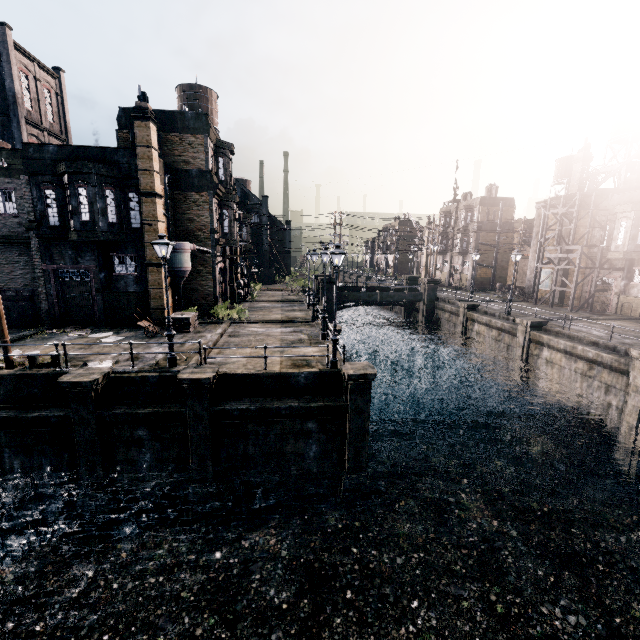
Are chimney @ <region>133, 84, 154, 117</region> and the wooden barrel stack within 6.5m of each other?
no

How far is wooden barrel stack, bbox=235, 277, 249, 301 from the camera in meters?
37.1 m

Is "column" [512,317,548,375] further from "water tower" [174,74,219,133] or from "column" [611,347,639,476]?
"water tower" [174,74,219,133]

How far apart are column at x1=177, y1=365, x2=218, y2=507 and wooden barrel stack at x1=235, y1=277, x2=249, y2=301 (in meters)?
23.14

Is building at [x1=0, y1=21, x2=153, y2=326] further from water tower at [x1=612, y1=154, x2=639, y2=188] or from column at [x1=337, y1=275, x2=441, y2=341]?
water tower at [x1=612, y1=154, x2=639, y2=188]

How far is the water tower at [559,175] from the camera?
55.3 meters

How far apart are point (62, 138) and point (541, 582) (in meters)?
74.41

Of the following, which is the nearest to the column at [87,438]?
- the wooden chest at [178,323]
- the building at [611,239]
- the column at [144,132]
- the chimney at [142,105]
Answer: the wooden chest at [178,323]
